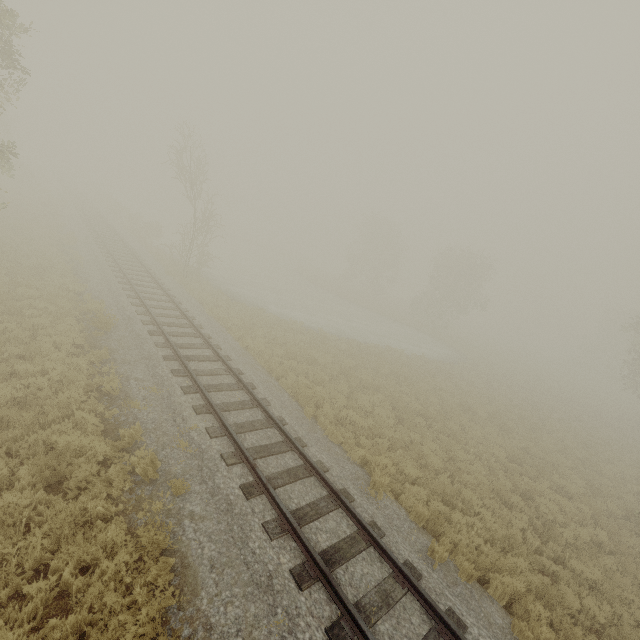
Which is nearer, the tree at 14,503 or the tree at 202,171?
the tree at 14,503

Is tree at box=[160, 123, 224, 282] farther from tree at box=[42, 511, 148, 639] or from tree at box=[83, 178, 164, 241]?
tree at box=[42, 511, 148, 639]

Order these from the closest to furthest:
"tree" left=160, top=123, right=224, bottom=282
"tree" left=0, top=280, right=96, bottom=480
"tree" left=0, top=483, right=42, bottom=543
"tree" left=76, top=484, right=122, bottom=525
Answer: "tree" left=0, top=483, right=42, bottom=543 < "tree" left=76, top=484, right=122, bottom=525 < "tree" left=0, top=280, right=96, bottom=480 < "tree" left=160, top=123, right=224, bottom=282

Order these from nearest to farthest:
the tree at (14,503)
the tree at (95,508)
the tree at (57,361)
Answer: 1. the tree at (14,503)
2. the tree at (95,508)
3. the tree at (57,361)

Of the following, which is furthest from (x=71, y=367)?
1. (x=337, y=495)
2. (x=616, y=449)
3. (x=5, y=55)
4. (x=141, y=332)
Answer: (x=616, y=449)

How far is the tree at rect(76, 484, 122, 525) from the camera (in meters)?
5.82

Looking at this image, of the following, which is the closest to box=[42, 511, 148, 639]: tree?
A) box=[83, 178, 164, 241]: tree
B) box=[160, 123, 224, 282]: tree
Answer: box=[160, 123, 224, 282]: tree
